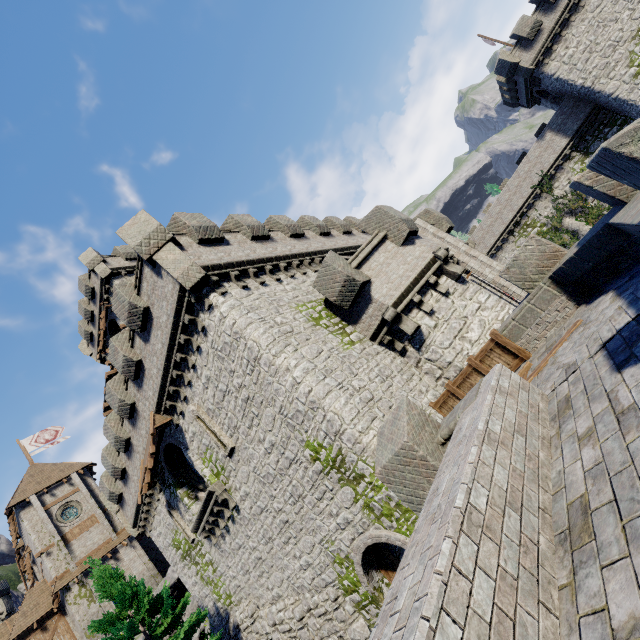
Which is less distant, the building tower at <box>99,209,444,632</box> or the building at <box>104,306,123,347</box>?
the building tower at <box>99,209,444,632</box>

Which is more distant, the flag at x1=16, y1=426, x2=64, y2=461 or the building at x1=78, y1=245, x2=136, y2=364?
the flag at x1=16, y1=426, x2=64, y2=461

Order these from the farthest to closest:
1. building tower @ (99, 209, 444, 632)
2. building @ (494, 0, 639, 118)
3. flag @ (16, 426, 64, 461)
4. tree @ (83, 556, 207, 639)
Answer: flag @ (16, 426, 64, 461) → building @ (494, 0, 639, 118) → tree @ (83, 556, 207, 639) → building tower @ (99, 209, 444, 632)

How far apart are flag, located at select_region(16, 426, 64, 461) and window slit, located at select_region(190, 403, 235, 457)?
35.5m

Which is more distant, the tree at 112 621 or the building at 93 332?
the building at 93 332

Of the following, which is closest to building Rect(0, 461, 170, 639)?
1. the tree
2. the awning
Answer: the tree

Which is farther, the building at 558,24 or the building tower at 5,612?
the building tower at 5,612

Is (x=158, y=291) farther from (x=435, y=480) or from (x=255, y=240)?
(x=435, y=480)
